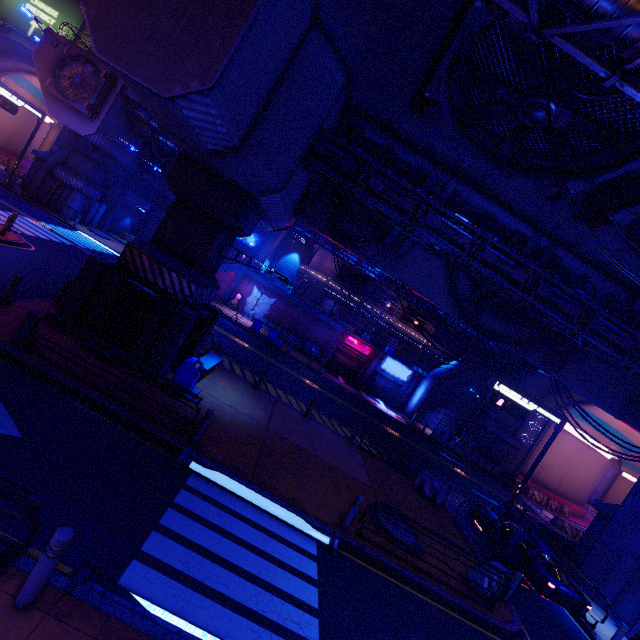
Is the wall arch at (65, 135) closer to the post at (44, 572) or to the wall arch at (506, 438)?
the post at (44, 572)

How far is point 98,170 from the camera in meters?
30.9 m

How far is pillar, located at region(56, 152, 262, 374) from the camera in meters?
11.1

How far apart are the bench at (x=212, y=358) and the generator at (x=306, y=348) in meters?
19.3 m

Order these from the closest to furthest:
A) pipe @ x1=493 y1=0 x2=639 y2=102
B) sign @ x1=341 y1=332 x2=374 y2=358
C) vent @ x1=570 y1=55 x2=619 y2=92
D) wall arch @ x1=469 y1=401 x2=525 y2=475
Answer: pipe @ x1=493 y1=0 x2=639 y2=102
vent @ x1=570 y1=55 x2=619 y2=92
wall arch @ x1=469 y1=401 x2=525 y2=475
sign @ x1=341 y1=332 x2=374 y2=358

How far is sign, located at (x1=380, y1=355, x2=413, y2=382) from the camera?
35.9m

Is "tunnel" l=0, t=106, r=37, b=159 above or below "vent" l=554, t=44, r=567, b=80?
below

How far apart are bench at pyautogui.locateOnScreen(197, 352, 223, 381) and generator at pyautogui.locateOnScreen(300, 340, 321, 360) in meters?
19.3
